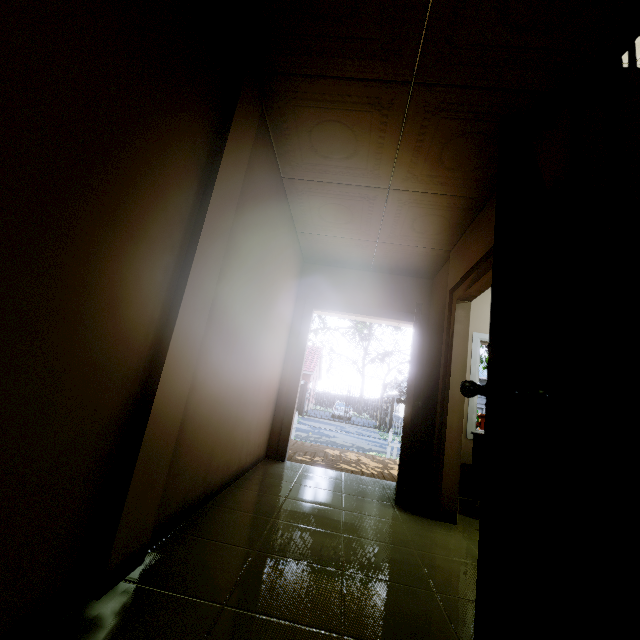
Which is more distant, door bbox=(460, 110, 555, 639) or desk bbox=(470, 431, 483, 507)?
desk bbox=(470, 431, 483, 507)

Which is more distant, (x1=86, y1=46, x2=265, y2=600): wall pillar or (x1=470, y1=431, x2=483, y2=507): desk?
(x1=470, y1=431, x2=483, y2=507): desk

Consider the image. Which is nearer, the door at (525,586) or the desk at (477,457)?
the door at (525,586)

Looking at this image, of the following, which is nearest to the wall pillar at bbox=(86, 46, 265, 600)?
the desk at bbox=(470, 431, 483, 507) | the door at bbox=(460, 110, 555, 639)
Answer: the door at bbox=(460, 110, 555, 639)

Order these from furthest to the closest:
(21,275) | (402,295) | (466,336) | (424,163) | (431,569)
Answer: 1. (402,295)
2. (466,336)
3. (424,163)
4. (431,569)
5. (21,275)

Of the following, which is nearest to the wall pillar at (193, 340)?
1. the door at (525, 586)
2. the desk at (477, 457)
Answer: the door at (525, 586)

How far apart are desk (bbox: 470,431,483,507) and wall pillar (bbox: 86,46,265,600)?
3.0 meters
